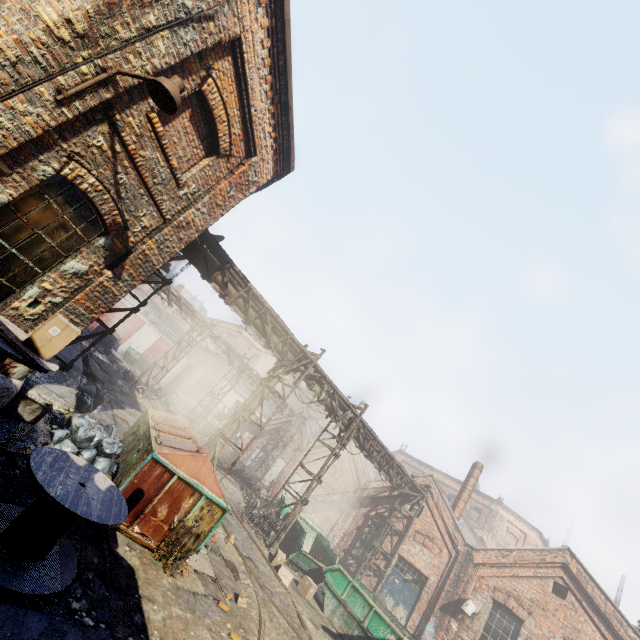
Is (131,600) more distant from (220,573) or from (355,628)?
(355,628)

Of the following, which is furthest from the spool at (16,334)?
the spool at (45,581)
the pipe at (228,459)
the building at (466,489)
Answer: the building at (466,489)

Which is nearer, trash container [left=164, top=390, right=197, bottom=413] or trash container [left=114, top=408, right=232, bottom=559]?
trash container [left=114, top=408, right=232, bottom=559]

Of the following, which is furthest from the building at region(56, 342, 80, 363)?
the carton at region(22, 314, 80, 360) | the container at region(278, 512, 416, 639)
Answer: the container at region(278, 512, 416, 639)

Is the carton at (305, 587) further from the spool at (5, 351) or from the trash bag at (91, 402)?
the spool at (5, 351)

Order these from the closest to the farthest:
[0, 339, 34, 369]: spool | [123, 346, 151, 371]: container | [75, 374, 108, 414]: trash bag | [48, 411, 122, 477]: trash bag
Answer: [0, 339, 34, 369]: spool < [48, 411, 122, 477]: trash bag < [75, 374, 108, 414]: trash bag < [123, 346, 151, 371]: container

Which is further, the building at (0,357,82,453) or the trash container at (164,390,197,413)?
the trash container at (164,390,197,413)

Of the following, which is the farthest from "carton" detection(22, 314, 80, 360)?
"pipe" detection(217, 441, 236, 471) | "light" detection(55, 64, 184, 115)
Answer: "pipe" detection(217, 441, 236, 471)
